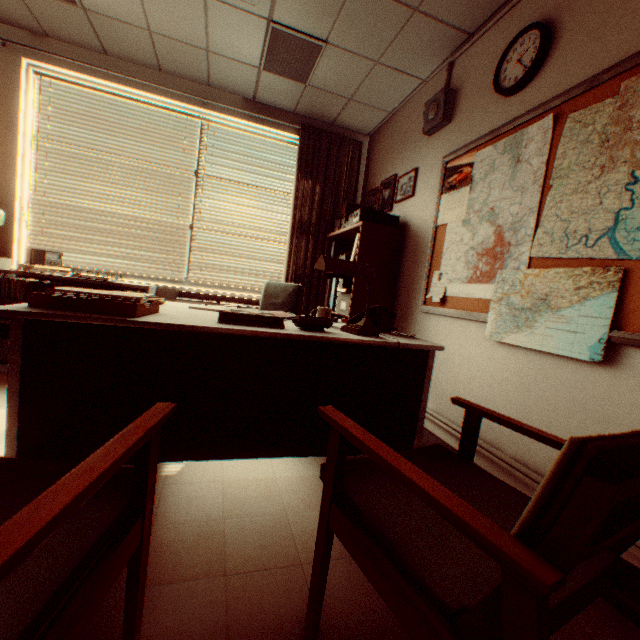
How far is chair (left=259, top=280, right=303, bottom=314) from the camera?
3.4m

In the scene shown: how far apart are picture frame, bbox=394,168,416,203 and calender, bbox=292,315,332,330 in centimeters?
220cm

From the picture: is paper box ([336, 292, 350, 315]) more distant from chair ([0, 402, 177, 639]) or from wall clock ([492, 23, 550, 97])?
chair ([0, 402, 177, 639])

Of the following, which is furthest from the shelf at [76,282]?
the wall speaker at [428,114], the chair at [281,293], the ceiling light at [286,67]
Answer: the wall speaker at [428,114]

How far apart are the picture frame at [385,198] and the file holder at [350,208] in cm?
14

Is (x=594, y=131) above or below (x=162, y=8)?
below

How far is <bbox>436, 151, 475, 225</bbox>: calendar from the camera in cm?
263

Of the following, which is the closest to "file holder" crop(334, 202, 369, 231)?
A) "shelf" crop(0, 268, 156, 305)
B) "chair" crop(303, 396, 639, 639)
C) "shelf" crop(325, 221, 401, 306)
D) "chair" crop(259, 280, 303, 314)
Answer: "shelf" crop(325, 221, 401, 306)
